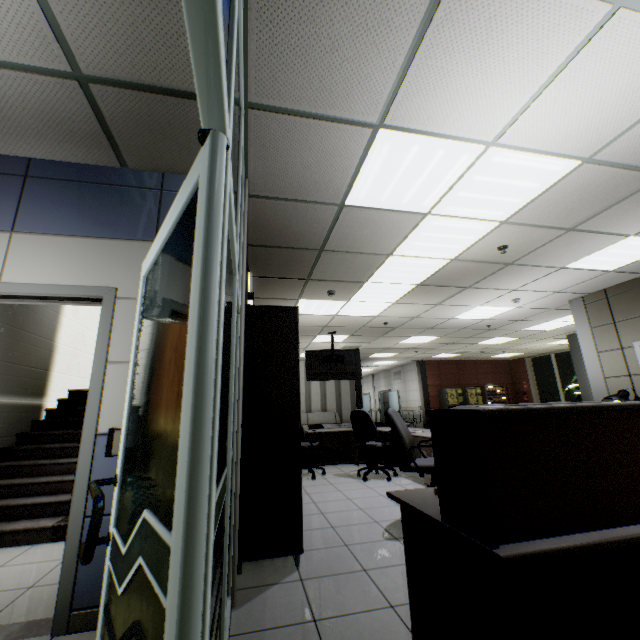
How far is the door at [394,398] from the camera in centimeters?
1673cm

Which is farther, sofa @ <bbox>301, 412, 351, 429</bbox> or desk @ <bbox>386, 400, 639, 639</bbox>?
sofa @ <bbox>301, 412, 351, 429</bbox>

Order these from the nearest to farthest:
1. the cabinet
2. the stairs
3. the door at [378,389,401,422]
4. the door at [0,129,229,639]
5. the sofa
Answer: the door at [0,129,229,639], the cabinet, the stairs, the sofa, the door at [378,389,401,422]

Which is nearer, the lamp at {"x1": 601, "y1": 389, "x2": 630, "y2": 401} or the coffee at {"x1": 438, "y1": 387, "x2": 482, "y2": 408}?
the lamp at {"x1": 601, "y1": 389, "x2": 630, "y2": 401}

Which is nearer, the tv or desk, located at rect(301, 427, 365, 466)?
desk, located at rect(301, 427, 365, 466)

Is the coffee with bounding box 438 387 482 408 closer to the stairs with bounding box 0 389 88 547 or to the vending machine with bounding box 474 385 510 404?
the vending machine with bounding box 474 385 510 404

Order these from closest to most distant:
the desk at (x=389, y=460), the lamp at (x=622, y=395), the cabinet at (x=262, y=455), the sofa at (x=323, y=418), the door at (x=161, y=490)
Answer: the door at (x=161, y=490)
the lamp at (x=622, y=395)
the cabinet at (x=262, y=455)
the desk at (x=389, y=460)
the sofa at (x=323, y=418)

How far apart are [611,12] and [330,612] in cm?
Result: 388
